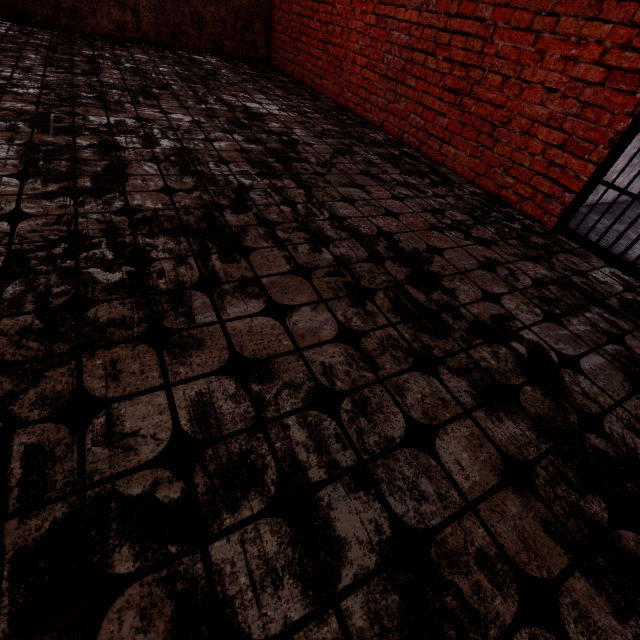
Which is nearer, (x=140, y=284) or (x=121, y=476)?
(x=121, y=476)

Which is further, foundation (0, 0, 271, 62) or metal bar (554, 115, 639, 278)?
foundation (0, 0, 271, 62)

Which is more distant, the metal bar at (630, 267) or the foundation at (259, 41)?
the foundation at (259, 41)
